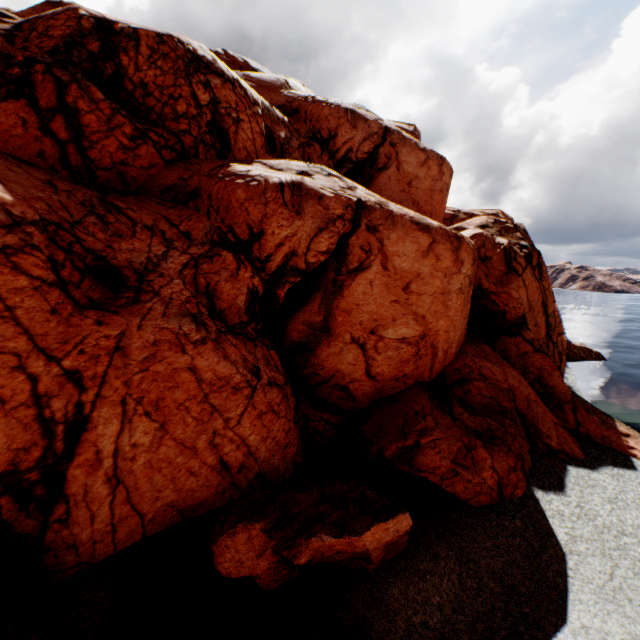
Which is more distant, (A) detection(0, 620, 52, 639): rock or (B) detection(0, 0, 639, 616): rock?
(B) detection(0, 0, 639, 616): rock

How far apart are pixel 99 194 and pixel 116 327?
5.16m

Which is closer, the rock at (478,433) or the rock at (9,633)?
the rock at (9,633)
